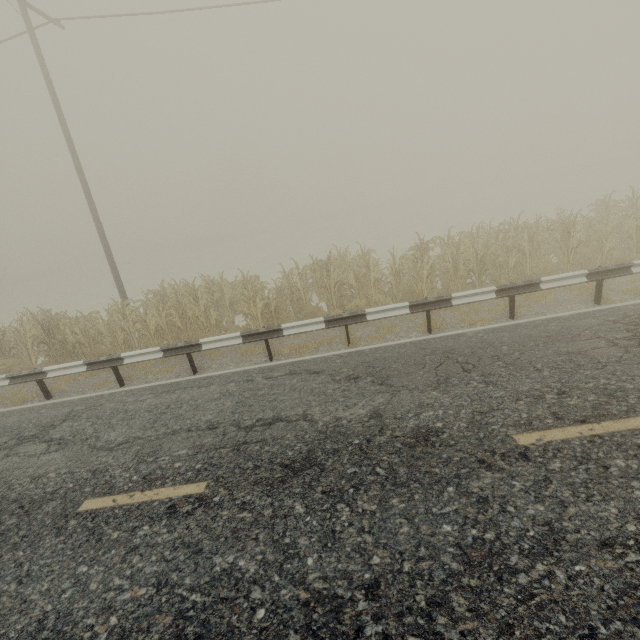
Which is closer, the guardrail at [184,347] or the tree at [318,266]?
the guardrail at [184,347]

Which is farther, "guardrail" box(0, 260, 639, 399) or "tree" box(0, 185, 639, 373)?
"tree" box(0, 185, 639, 373)

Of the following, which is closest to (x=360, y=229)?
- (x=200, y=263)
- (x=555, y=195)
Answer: (x=200, y=263)
